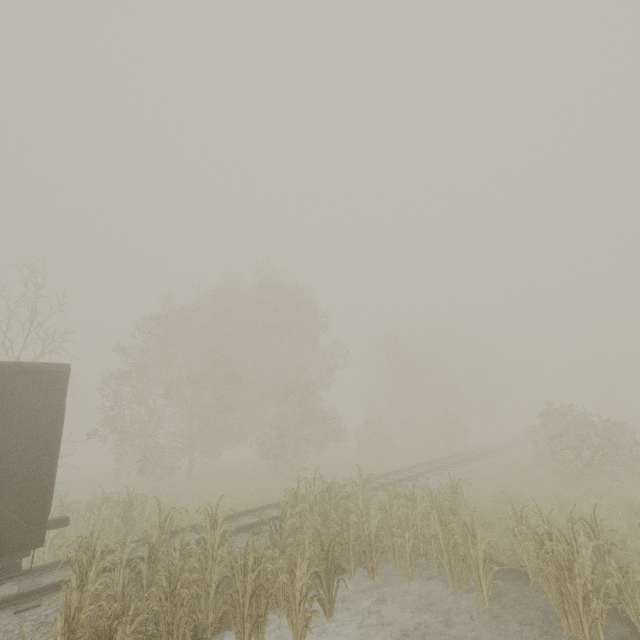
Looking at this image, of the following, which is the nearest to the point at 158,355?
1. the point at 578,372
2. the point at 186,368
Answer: the point at 186,368
